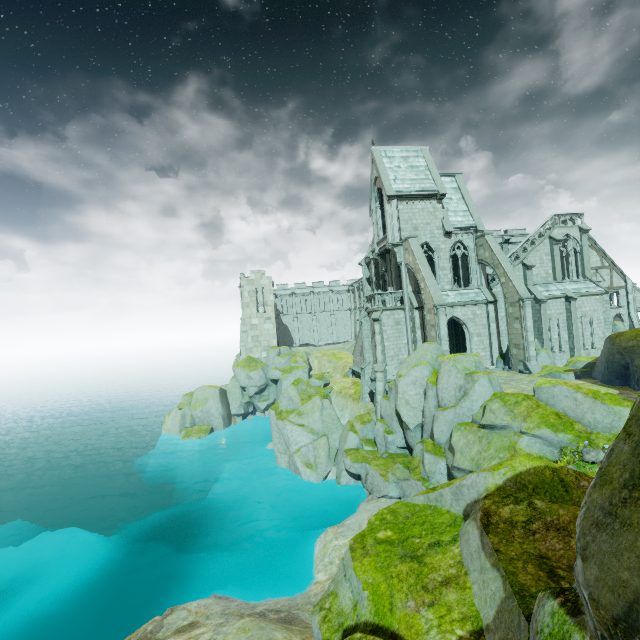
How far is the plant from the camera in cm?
997

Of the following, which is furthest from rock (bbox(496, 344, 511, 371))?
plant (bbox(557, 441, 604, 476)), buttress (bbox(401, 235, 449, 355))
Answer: plant (bbox(557, 441, 604, 476))

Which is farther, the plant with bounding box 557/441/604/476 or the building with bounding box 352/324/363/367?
the building with bounding box 352/324/363/367

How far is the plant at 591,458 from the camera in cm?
997

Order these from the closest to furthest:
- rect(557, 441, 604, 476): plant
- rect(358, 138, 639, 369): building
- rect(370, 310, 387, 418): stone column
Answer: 1. rect(557, 441, 604, 476): plant
2. rect(370, 310, 387, 418): stone column
3. rect(358, 138, 639, 369): building

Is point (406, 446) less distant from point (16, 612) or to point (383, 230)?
point (383, 230)

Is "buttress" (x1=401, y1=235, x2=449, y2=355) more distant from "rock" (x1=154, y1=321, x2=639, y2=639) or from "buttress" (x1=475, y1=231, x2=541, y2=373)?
"buttress" (x1=475, y1=231, x2=541, y2=373)

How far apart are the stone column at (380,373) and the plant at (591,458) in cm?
1648
